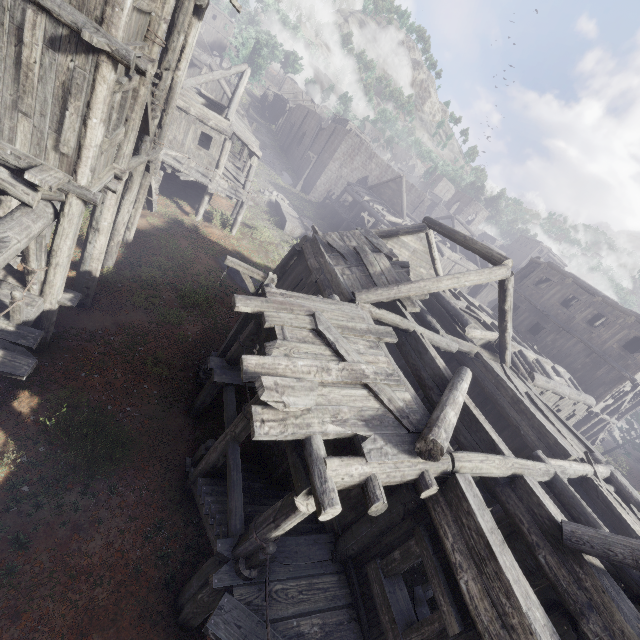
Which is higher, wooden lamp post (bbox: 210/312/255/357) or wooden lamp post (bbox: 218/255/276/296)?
wooden lamp post (bbox: 218/255/276/296)

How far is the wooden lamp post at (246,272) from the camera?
8.87m

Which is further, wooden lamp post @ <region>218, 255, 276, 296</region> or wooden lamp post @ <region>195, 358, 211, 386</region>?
wooden lamp post @ <region>195, 358, 211, 386</region>

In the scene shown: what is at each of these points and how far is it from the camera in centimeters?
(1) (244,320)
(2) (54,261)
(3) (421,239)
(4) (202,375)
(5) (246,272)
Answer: (1) wooden lamp post, 994cm
(2) building, 759cm
(3) building, 1425cm
(4) wooden lamp post, 1074cm
(5) wooden lamp post, 907cm

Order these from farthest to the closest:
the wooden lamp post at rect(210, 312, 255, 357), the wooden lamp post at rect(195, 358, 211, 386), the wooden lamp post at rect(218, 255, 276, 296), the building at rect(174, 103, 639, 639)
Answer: the wooden lamp post at rect(195, 358, 211, 386)
the wooden lamp post at rect(210, 312, 255, 357)
the wooden lamp post at rect(218, 255, 276, 296)
the building at rect(174, 103, 639, 639)

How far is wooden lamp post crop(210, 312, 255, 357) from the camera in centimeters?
990cm

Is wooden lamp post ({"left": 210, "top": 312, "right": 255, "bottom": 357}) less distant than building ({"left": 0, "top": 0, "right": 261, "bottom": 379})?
No
